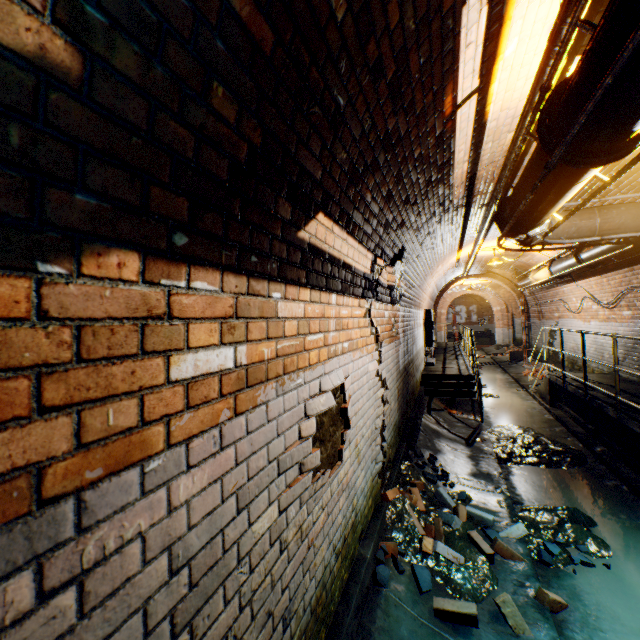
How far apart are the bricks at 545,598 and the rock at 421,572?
0.9m

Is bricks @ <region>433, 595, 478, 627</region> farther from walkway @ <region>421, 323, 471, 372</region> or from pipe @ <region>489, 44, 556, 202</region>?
walkway @ <region>421, 323, 471, 372</region>

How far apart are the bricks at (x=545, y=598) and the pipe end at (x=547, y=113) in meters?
3.4 m

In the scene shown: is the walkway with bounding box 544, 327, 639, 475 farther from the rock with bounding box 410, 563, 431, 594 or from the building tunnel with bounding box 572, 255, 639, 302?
the rock with bounding box 410, 563, 431, 594

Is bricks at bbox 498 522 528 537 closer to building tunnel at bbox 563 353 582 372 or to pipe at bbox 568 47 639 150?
building tunnel at bbox 563 353 582 372

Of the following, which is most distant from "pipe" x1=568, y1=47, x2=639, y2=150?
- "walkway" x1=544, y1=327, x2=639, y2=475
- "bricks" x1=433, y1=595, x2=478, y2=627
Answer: "bricks" x1=433, y1=595, x2=478, y2=627

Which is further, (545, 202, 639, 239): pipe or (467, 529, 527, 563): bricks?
(545, 202, 639, 239): pipe

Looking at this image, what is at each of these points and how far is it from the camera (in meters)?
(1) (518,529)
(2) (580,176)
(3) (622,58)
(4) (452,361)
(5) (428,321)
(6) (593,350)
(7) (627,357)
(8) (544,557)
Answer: (1) bricks, 3.62
(2) pipe, 2.27
(3) pipe railing, 1.18
(4) walkway, 11.66
(5) electrical box, 10.92
(6) building tunnel, 9.02
(7) building tunnel, 7.32
(8) rock, 3.30
